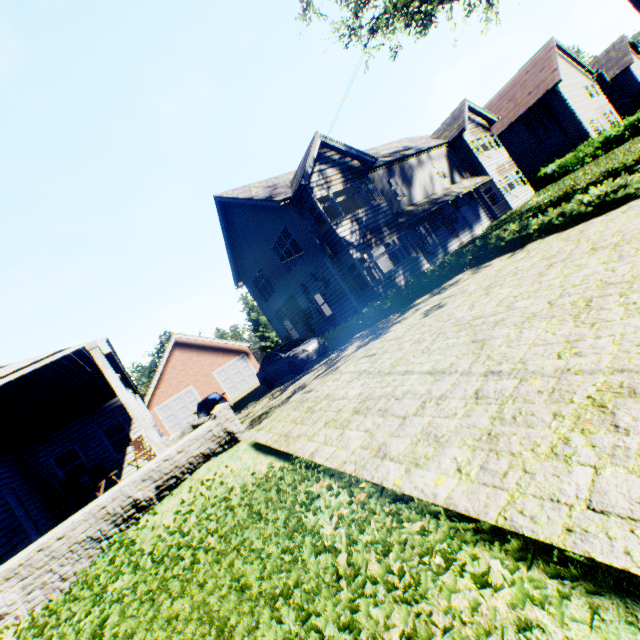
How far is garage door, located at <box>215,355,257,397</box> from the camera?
29.9 meters

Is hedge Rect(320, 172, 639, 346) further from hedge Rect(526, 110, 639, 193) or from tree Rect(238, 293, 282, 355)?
hedge Rect(526, 110, 639, 193)

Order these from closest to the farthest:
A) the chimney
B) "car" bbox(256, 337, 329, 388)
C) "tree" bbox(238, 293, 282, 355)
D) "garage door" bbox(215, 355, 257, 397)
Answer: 1. "car" bbox(256, 337, 329, 388)
2. "garage door" bbox(215, 355, 257, 397)
3. the chimney
4. "tree" bbox(238, 293, 282, 355)

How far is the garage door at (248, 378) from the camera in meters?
29.9

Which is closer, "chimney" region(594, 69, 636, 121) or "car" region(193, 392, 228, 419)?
"car" region(193, 392, 228, 419)

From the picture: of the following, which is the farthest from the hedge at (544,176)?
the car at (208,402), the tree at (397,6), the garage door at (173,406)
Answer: the garage door at (173,406)

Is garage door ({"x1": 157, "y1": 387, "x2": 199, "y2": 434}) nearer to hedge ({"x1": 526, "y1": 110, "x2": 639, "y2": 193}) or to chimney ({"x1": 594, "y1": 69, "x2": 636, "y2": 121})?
hedge ({"x1": 526, "y1": 110, "x2": 639, "y2": 193})

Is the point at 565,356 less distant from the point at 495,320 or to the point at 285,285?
the point at 495,320
